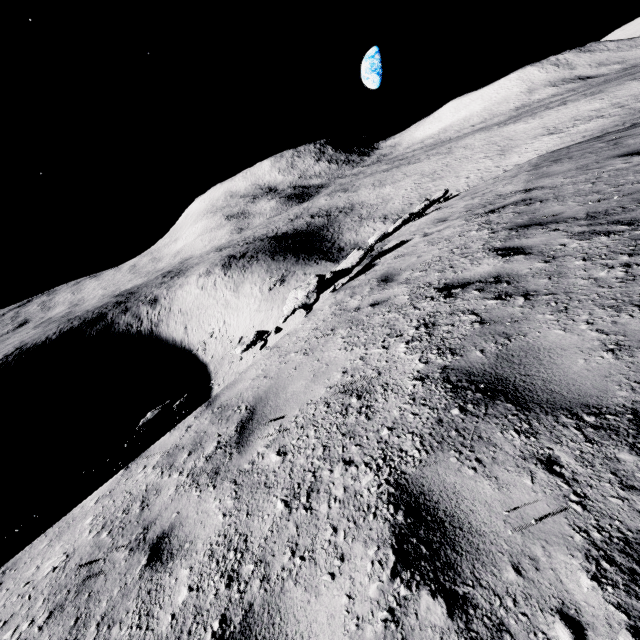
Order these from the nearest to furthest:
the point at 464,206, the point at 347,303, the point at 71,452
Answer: the point at 347,303, the point at 464,206, the point at 71,452
